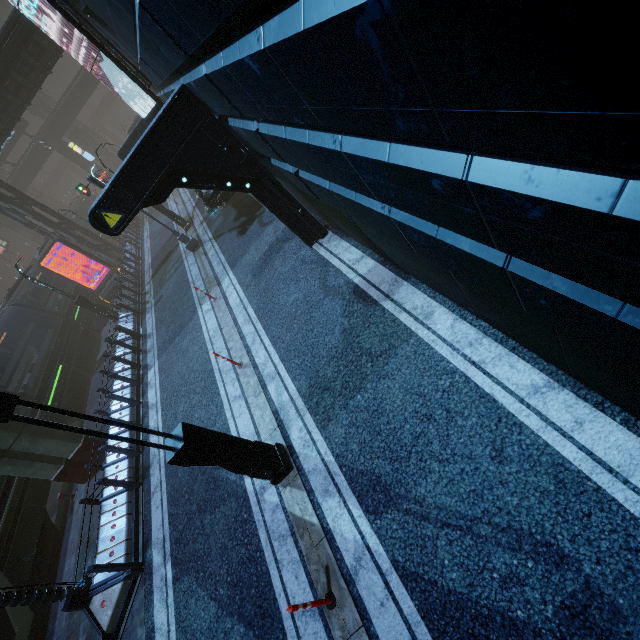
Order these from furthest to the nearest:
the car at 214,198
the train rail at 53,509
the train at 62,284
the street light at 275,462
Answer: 1. the train at 62,284
2. the car at 214,198
3. the train rail at 53,509
4. the street light at 275,462

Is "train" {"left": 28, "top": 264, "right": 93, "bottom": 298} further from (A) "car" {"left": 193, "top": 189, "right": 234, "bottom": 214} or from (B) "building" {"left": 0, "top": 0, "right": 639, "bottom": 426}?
(A) "car" {"left": 193, "top": 189, "right": 234, "bottom": 214}

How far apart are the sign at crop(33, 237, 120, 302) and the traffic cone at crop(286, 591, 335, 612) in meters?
24.4

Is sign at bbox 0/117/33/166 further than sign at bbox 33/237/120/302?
Yes

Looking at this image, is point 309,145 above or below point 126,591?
above

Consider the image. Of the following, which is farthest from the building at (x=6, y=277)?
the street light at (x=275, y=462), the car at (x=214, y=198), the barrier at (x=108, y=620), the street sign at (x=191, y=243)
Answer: the street light at (x=275, y=462)

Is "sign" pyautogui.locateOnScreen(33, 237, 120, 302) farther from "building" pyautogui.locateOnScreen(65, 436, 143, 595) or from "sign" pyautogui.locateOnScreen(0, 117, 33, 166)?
"sign" pyautogui.locateOnScreen(0, 117, 33, 166)

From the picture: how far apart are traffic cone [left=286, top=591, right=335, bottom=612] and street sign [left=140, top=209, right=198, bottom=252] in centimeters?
1602cm
